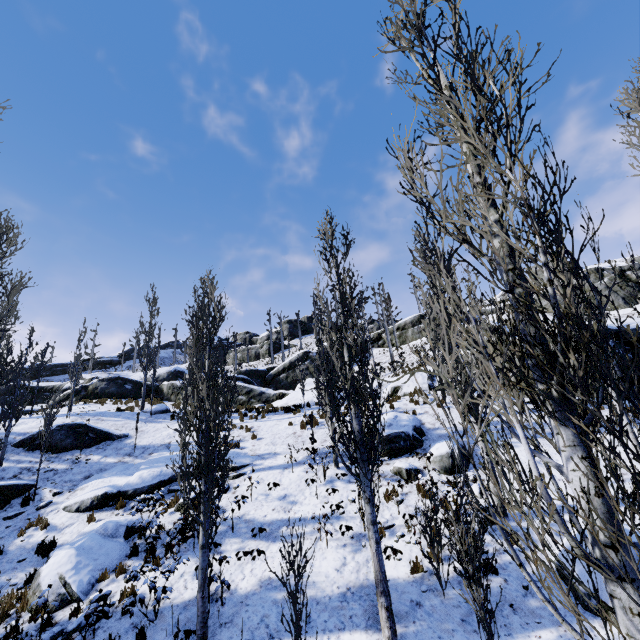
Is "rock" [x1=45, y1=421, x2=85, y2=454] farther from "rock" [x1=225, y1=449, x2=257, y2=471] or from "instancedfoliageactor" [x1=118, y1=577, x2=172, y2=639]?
"rock" [x1=225, y1=449, x2=257, y2=471]

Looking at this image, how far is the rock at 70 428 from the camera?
16.36m

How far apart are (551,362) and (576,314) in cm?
58

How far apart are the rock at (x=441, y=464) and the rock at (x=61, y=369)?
60.1 meters

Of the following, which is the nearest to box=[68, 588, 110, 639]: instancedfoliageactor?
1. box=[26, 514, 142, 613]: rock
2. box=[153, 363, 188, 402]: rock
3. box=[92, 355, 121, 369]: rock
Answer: box=[26, 514, 142, 613]: rock

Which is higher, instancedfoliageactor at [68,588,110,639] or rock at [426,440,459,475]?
rock at [426,440,459,475]

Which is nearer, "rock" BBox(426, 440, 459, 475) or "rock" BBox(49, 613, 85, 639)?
"rock" BBox(49, 613, 85, 639)

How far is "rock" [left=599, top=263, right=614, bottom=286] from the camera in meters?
33.4 m
